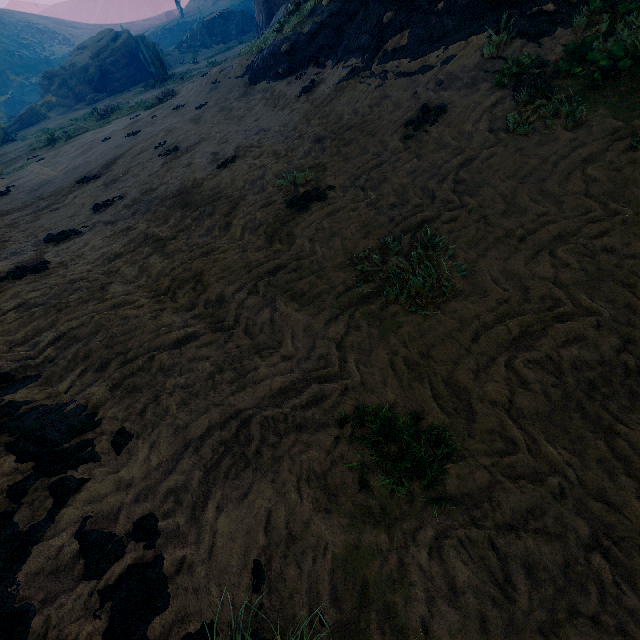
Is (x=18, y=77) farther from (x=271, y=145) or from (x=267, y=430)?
(x=267, y=430)

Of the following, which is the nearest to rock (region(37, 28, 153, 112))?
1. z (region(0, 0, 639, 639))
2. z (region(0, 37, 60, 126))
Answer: z (region(0, 0, 639, 639))

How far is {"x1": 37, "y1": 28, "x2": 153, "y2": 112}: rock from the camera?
34.1m

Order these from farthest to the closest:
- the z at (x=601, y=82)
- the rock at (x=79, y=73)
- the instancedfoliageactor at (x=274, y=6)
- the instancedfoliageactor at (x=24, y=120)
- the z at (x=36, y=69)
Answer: the z at (x=36, y=69) → the rock at (x=79, y=73) → the instancedfoliageactor at (x=24, y=120) → the instancedfoliageactor at (x=274, y=6) → the z at (x=601, y=82)

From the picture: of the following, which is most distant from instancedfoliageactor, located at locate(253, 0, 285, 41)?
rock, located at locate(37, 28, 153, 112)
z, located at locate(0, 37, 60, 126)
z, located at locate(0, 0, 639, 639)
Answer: z, located at locate(0, 37, 60, 126)

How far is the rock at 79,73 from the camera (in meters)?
34.09

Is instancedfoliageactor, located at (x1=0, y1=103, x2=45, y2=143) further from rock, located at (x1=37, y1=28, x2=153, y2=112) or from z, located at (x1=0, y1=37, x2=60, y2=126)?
z, located at (x1=0, y1=37, x2=60, y2=126)

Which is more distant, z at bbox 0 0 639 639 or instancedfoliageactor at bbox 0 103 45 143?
instancedfoliageactor at bbox 0 103 45 143
